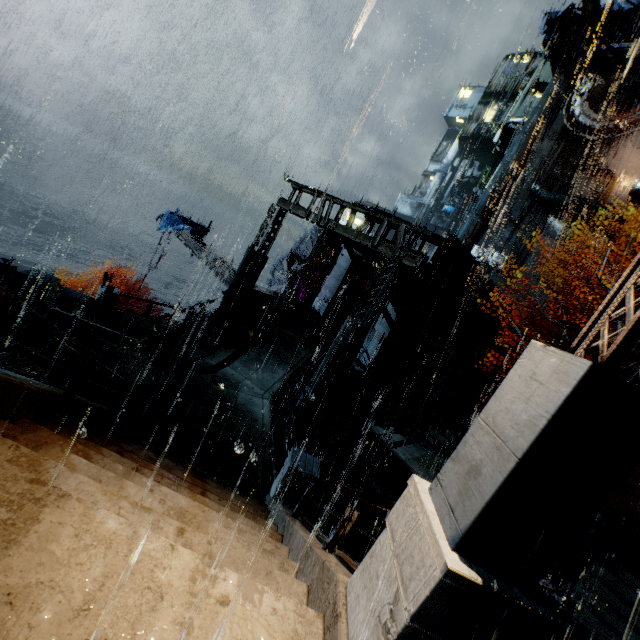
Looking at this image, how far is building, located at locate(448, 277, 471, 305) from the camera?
20.39m

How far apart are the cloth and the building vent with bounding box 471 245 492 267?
27.8m

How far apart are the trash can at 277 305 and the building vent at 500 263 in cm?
2563

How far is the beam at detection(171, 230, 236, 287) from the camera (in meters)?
18.28

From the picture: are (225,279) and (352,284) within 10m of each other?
yes

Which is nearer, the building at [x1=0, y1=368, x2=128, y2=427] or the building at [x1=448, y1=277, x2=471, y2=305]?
the building at [x1=0, y1=368, x2=128, y2=427]

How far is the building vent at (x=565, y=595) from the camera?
10.7 meters

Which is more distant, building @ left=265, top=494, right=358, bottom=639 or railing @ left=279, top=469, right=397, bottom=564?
railing @ left=279, top=469, right=397, bottom=564
